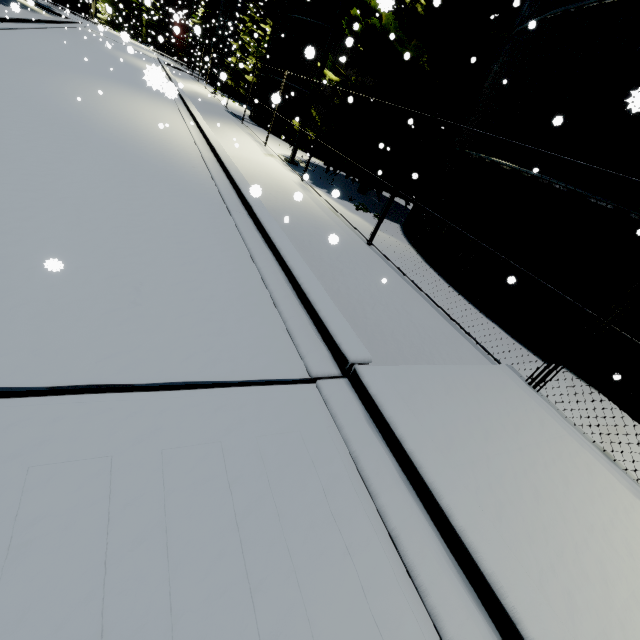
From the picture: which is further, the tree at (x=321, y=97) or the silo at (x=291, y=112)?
the silo at (x=291, y=112)

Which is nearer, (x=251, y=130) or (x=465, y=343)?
(x=465, y=343)

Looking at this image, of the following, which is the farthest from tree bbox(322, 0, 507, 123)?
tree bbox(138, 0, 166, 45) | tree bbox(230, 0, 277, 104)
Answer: tree bbox(138, 0, 166, 45)

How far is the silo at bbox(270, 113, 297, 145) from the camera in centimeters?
1986cm

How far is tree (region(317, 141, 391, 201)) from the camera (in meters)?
13.37

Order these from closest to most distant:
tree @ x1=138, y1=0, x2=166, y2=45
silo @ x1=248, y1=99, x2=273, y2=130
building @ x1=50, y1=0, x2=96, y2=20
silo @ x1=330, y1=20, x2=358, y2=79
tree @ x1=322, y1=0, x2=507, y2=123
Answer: silo @ x1=330, y1=20, x2=358, y2=79, tree @ x1=322, y1=0, x2=507, y2=123, silo @ x1=248, y1=99, x2=273, y2=130, tree @ x1=138, y1=0, x2=166, y2=45, building @ x1=50, y1=0, x2=96, y2=20

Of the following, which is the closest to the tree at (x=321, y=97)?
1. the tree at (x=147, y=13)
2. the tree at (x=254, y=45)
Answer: the tree at (x=254, y=45)

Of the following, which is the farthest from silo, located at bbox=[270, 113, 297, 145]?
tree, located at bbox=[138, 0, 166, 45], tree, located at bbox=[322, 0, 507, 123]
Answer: tree, located at bbox=[138, 0, 166, 45]
